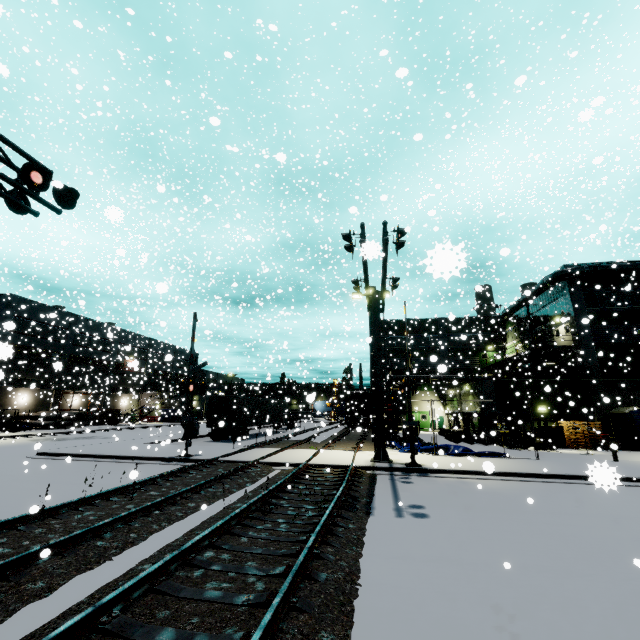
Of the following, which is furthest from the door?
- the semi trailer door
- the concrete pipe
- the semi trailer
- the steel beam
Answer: the concrete pipe

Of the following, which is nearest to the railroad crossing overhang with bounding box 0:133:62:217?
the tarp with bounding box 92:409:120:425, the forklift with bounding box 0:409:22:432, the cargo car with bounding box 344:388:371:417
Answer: the cargo car with bounding box 344:388:371:417

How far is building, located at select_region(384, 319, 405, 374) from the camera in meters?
43.8 m

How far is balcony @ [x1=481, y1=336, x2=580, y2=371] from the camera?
26.7m

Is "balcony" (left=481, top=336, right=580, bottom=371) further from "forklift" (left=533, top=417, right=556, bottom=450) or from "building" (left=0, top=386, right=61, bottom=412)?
"forklift" (left=533, top=417, right=556, bottom=450)

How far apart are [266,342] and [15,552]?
38.6m

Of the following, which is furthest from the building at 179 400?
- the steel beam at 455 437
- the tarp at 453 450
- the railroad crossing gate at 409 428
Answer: the railroad crossing gate at 409 428

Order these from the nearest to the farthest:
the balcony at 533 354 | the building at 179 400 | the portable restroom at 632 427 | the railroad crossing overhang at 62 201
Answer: the railroad crossing overhang at 62 201 → the portable restroom at 632 427 → the balcony at 533 354 → the building at 179 400
